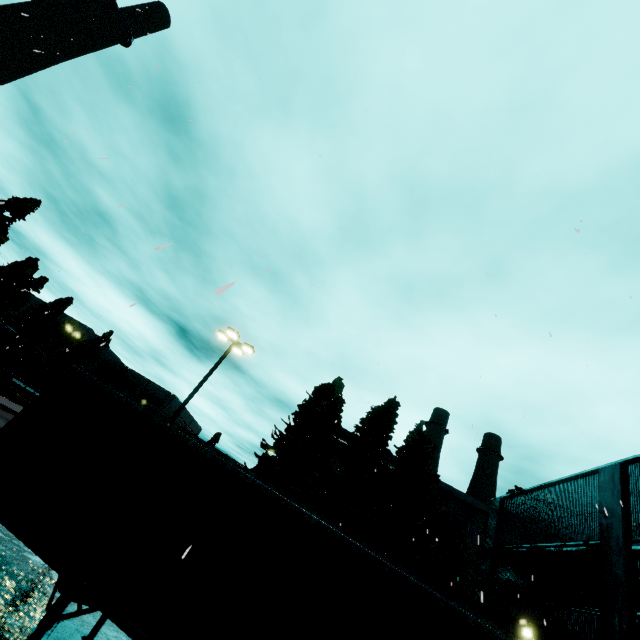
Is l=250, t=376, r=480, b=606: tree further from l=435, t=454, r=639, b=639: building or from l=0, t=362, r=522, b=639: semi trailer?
l=0, t=362, r=522, b=639: semi trailer

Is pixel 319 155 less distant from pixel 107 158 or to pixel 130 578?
pixel 107 158

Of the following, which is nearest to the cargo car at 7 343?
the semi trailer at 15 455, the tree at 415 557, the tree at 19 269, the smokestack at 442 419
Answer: the tree at 415 557

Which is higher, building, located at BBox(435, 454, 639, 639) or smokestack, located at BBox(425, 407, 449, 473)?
smokestack, located at BBox(425, 407, 449, 473)

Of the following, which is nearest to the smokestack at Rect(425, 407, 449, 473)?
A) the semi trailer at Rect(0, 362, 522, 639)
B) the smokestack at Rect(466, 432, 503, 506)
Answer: the smokestack at Rect(466, 432, 503, 506)

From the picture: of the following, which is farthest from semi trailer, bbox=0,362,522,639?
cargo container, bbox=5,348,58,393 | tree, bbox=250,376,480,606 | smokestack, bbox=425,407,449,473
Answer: smokestack, bbox=425,407,449,473

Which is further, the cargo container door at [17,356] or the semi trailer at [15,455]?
the cargo container door at [17,356]

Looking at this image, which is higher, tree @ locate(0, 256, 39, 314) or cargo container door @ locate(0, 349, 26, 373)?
tree @ locate(0, 256, 39, 314)
